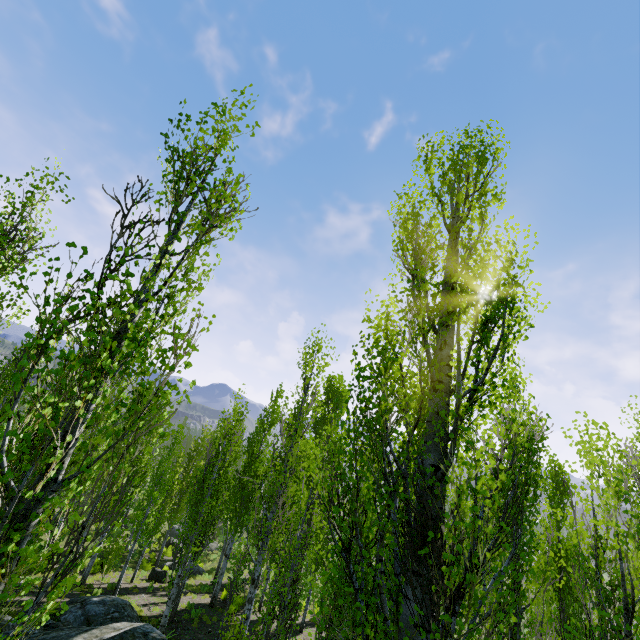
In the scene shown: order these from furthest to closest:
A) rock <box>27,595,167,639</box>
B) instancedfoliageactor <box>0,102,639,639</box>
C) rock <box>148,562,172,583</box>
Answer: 1. rock <box>148,562,172,583</box>
2. rock <box>27,595,167,639</box>
3. instancedfoliageactor <box>0,102,639,639</box>

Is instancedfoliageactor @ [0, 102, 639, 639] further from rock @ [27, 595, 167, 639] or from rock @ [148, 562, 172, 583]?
rock @ [148, 562, 172, 583]

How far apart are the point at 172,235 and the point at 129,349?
1.8 meters

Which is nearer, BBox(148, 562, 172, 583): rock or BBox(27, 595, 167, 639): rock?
BBox(27, 595, 167, 639): rock

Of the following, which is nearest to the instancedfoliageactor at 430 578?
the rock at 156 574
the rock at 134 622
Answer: the rock at 134 622

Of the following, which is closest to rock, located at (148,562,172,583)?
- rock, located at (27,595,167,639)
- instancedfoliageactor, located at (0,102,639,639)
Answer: instancedfoliageactor, located at (0,102,639,639)

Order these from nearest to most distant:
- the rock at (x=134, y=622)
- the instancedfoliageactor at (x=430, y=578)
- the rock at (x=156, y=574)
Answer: the instancedfoliageactor at (x=430, y=578) → the rock at (x=134, y=622) → the rock at (x=156, y=574)

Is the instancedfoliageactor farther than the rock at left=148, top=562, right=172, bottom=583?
No
